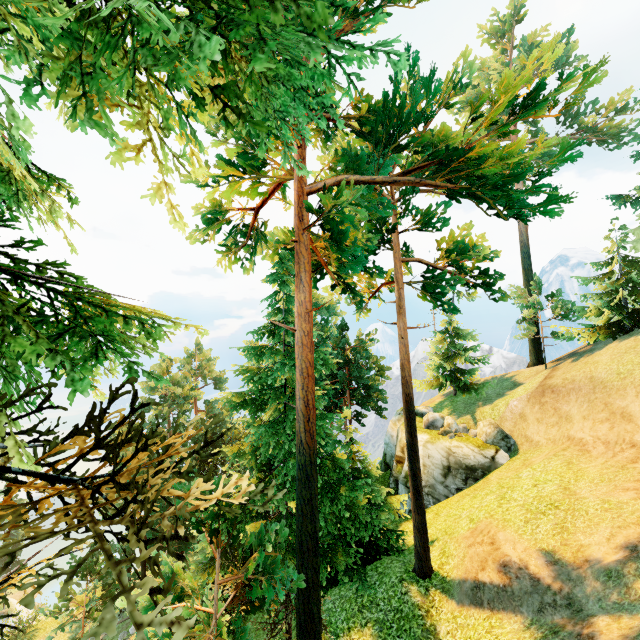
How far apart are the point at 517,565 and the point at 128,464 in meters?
15.0

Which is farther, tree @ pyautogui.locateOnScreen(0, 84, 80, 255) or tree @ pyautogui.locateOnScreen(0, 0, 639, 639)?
tree @ pyautogui.locateOnScreen(0, 84, 80, 255)

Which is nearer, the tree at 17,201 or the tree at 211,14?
the tree at 211,14
